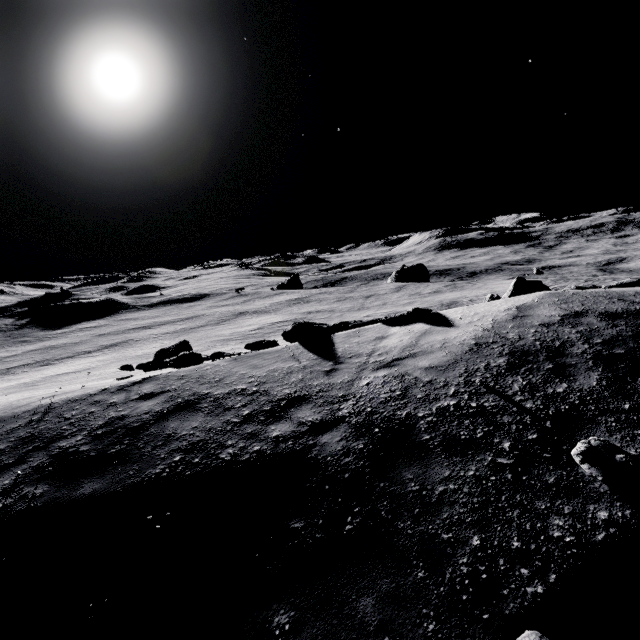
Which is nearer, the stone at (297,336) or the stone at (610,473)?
the stone at (610,473)

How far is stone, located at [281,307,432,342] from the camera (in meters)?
9.46

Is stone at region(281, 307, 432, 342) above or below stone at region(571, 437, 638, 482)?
above

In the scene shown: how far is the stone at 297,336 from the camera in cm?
946

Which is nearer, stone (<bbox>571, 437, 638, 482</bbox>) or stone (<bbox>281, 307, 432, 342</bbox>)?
stone (<bbox>571, 437, 638, 482</bbox>)

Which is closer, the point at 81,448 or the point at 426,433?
the point at 426,433
